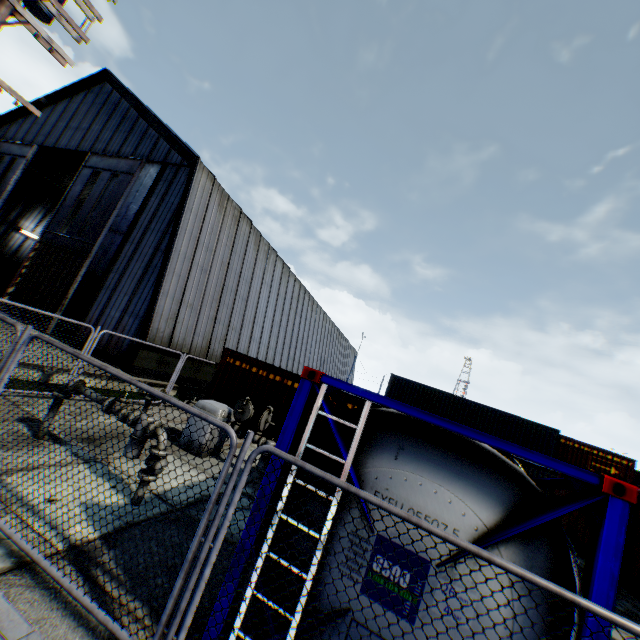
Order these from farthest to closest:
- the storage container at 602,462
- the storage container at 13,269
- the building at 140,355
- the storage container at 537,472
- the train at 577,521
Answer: the storage container at 13,269 → the storage container at 602,462 → the train at 577,521 → the building at 140,355 → the storage container at 537,472

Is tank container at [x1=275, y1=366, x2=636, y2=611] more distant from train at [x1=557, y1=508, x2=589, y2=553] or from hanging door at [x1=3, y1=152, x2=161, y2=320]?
hanging door at [x1=3, y1=152, x2=161, y2=320]

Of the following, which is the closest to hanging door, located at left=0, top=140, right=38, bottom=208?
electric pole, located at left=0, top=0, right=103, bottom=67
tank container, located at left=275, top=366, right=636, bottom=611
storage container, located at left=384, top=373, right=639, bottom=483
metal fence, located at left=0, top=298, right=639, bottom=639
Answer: metal fence, located at left=0, top=298, right=639, bottom=639

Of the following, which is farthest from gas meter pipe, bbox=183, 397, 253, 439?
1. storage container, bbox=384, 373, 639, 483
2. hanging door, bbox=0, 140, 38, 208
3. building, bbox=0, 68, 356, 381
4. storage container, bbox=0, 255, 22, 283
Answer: storage container, bbox=0, 255, 22, 283

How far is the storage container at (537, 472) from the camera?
11.5m

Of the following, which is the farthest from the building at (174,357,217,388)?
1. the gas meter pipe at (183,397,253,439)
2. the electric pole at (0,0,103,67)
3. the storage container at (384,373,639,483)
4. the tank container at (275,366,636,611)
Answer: the tank container at (275,366,636,611)

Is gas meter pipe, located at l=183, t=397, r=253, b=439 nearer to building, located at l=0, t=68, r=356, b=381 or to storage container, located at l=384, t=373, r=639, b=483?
building, located at l=0, t=68, r=356, b=381

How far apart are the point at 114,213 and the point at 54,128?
11.3 meters
